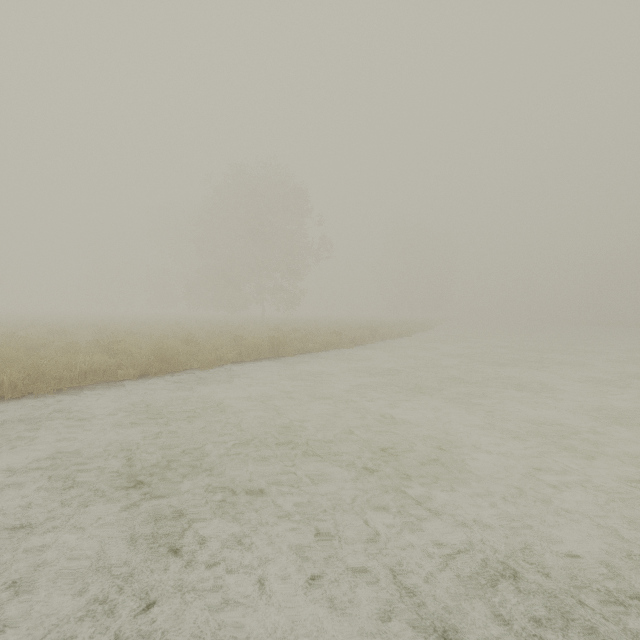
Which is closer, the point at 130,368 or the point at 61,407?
the point at 61,407
